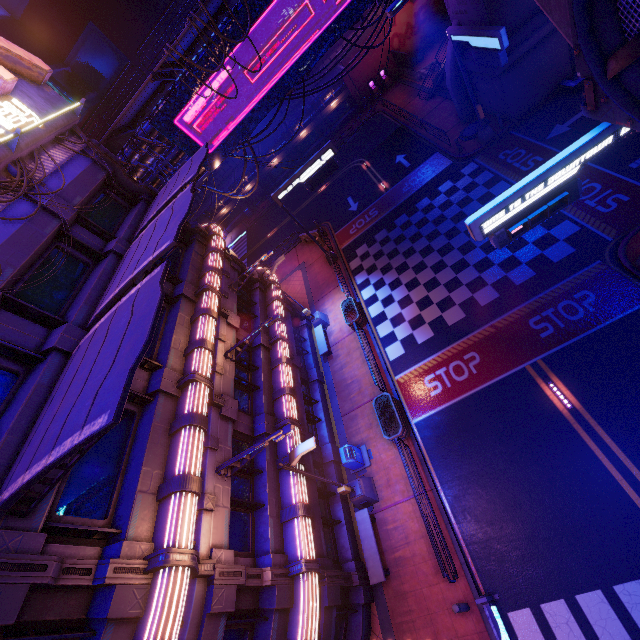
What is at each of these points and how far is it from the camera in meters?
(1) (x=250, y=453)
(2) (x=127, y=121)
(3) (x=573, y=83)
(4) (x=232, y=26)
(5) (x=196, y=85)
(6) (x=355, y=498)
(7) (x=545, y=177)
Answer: (1) street light, 10.1
(2) awning, 17.3
(3) tunnel, 19.5
(4) sign, 15.9
(5) sign, 17.3
(6) street light, 13.9
(7) sign, 8.9

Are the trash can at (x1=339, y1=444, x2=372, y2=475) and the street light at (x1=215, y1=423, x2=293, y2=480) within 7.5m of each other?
yes

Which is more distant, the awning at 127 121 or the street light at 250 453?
the awning at 127 121

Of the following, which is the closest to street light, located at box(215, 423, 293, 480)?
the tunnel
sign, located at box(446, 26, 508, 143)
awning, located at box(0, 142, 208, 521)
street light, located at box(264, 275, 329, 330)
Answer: awning, located at box(0, 142, 208, 521)

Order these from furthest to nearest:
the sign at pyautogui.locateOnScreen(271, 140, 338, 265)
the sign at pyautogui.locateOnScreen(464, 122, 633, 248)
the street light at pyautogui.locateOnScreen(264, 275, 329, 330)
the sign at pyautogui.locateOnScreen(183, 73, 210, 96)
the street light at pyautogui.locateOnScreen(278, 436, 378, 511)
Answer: the sign at pyautogui.locateOnScreen(271, 140, 338, 265) → the street light at pyautogui.locateOnScreen(264, 275, 329, 330) → the sign at pyautogui.locateOnScreen(183, 73, 210, 96) → the street light at pyautogui.locateOnScreen(278, 436, 378, 511) → the sign at pyautogui.locateOnScreen(464, 122, 633, 248)

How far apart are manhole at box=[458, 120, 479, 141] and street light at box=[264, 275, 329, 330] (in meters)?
16.29

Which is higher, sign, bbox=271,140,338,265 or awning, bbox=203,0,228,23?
awning, bbox=203,0,228,23

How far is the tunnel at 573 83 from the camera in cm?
1934
